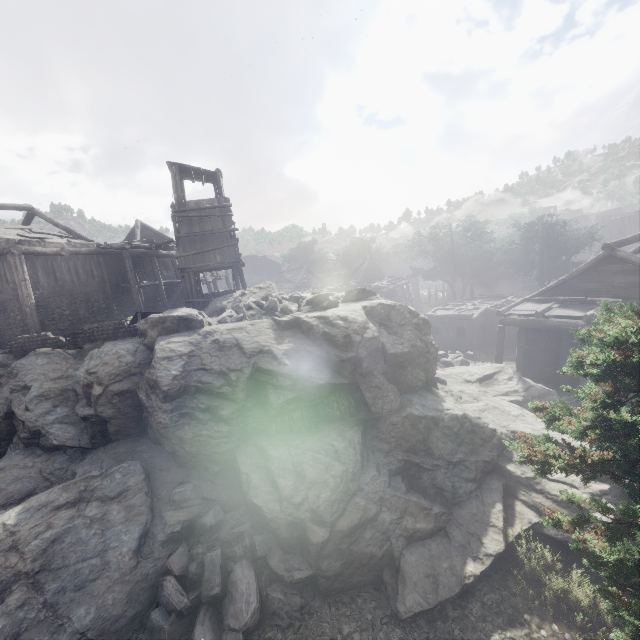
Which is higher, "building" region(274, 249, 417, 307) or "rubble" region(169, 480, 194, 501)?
"building" region(274, 249, 417, 307)

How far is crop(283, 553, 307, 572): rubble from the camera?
7.9m

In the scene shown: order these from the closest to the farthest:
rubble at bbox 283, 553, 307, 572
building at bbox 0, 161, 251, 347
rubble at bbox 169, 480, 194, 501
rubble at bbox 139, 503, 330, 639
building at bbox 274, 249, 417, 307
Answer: rubble at bbox 139, 503, 330, 639 < rubble at bbox 283, 553, 307, 572 < rubble at bbox 169, 480, 194, 501 < building at bbox 0, 161, 251, 347 < building at bbox 274, 249, 417, 307

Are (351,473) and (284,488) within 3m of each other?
yes

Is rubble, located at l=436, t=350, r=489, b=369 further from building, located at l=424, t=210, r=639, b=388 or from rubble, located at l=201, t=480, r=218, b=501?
rubble, located at l=201, t=480, r=218, b=501

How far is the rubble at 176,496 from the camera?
9.5m

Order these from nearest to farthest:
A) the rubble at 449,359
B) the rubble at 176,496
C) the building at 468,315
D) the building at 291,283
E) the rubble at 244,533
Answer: the rubble at 244,533 < the rubble at 176,496 < the building at 468,315 < the rubble at 449,359 < the building at 291,283
